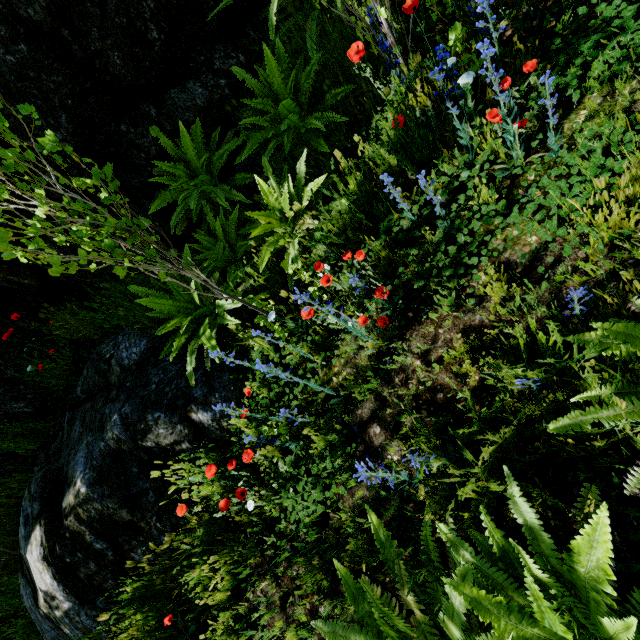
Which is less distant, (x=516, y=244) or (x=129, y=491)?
(x=516, y=244)

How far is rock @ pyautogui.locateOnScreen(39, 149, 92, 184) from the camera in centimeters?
264cm

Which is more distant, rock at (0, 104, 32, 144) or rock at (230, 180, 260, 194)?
rock at (230, 180, 260, 194)

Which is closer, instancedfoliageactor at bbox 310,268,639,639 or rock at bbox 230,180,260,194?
instancedfoliageactor at bbox 310,268,639,639

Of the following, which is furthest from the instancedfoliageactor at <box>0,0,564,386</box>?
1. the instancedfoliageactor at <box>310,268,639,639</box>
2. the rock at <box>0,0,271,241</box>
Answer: the instancedfoliageactor at <box>310,268,639,639</box>

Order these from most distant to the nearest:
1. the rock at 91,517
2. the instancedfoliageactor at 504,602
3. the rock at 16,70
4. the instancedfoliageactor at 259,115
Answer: the rock at 91,517 → the rock at 16,70 → the instancedfoliageactor at 259,115 → the instancedfoliageactor at 504,602

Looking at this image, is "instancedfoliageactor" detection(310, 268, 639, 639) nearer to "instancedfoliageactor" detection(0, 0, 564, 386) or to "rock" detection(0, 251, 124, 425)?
"rock" detection(0, 251, 124, 425)

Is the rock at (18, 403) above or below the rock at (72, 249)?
below
